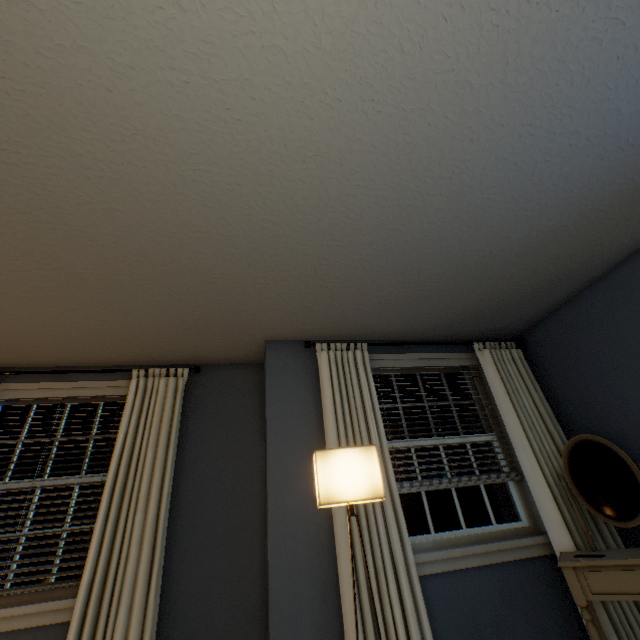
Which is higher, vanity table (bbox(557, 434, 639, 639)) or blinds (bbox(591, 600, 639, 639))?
vanity table (bbox(557, 434, 639, 639))

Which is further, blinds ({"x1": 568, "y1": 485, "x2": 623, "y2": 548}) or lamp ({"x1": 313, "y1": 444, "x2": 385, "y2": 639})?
blinds ({"x1": 568, "y1": 485, "x2": 623, "y2": 548})

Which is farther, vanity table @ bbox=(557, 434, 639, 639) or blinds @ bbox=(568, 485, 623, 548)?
blinds @ bbox=(568, 485, 623, 548)

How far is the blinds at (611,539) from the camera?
2.19m

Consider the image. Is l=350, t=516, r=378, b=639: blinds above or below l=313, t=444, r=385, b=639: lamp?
below

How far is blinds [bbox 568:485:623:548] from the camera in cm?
219

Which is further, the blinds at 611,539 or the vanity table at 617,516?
the blinds at 611,539

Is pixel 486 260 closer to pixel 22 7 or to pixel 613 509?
pixel 613 509
